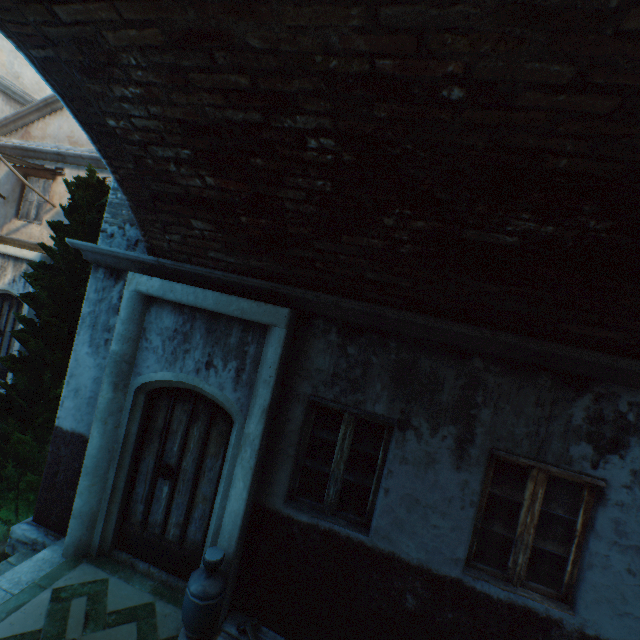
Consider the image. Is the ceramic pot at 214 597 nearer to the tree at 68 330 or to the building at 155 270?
the building at 155 270

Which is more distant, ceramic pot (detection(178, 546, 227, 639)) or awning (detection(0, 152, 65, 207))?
awning (detection(0, 152, 65, 207))

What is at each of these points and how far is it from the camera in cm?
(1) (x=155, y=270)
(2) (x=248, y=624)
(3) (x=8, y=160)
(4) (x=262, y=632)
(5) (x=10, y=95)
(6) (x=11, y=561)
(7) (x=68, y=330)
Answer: (1) building, 419
(2) hammer, 323
(3) awning, 811
(4) table, 324
(5) building, 1095
(6) stairs, 409
(7) tree, 499

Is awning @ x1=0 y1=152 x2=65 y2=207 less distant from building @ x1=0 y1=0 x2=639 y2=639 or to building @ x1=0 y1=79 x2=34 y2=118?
building @ x1=0 y1=0 x2=639 y2=639

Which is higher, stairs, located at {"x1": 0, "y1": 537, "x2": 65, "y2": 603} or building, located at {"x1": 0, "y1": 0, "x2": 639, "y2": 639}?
building, located at {"x1": 0, "y1": 0, "x2": 639, "y2": 639}

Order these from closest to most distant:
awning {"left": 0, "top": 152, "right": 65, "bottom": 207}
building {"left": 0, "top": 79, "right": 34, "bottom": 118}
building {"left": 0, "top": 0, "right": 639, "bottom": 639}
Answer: building {"left": 0, "top": 0, "right": 639, "bottom": 639}, awning {"left": 0, "top": 152, "right": 65, "bottom": 207}, building {"left": 0, "top": 79, "right": 34, "bottom": 118}

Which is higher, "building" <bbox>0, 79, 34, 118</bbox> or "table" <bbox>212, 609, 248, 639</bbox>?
"building" <bbox>0, 79, 34, 118</bbox>

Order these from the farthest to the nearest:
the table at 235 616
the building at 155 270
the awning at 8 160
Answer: the awning at 8 160 → the table at 235 616 → the building at 155 270
